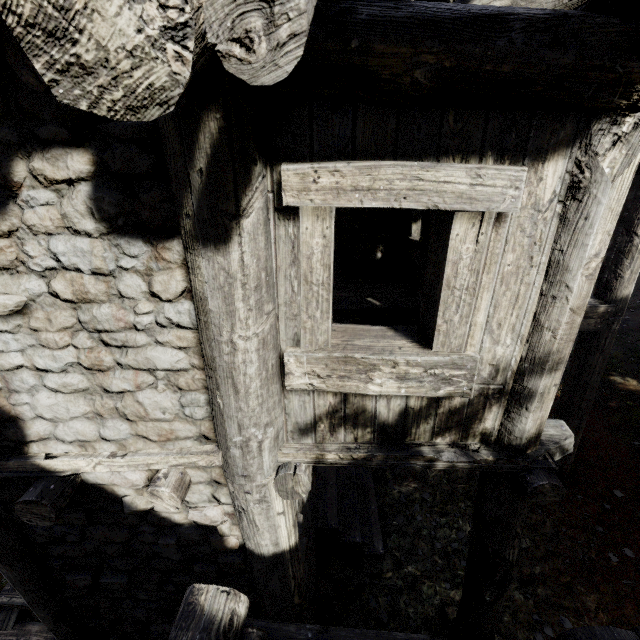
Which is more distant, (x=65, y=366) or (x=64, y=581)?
(x=64, y=581)
